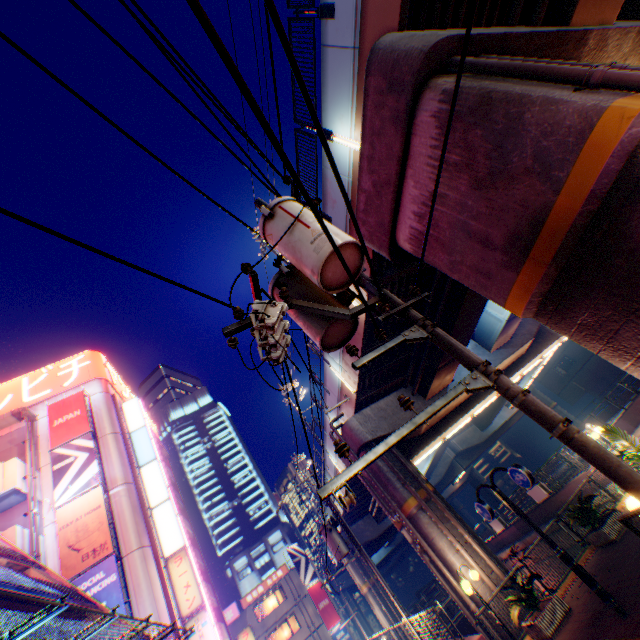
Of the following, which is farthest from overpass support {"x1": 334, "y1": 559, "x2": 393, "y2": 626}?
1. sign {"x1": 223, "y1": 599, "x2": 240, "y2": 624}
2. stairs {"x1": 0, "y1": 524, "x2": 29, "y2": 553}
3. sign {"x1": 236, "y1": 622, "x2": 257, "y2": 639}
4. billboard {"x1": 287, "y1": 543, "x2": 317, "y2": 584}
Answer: stairs {"x1": 0, "y1": 524, "x2": 29, "y2": 553}

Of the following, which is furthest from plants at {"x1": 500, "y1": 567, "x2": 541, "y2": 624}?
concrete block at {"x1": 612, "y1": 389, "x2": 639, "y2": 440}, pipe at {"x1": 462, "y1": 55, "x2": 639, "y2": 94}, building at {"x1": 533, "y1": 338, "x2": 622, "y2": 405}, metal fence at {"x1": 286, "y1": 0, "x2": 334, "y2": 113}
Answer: building at {"x1": 533, "y1": 338, "x2": 622, "y2": 405}

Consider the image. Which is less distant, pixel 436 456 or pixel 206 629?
pixel 206 629

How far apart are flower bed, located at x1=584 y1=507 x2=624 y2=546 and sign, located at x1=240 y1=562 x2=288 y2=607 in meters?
37.8

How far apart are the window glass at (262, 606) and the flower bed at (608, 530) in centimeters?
3842cm

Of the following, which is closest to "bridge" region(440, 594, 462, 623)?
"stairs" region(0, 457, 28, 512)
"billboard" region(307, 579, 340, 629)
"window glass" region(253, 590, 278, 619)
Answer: "billboard" region(307, 579, 340, 629)

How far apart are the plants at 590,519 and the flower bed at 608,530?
0.04m

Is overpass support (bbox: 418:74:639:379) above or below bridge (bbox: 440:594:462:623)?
above
